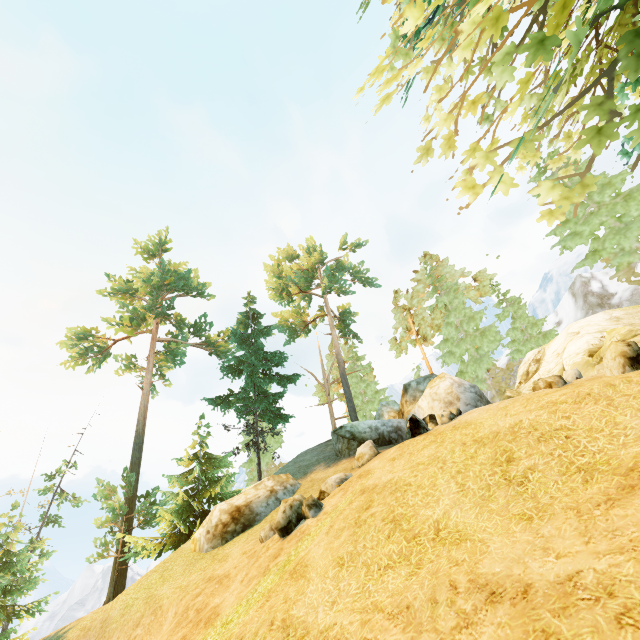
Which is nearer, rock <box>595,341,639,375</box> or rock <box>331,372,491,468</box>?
rock <box>595,341,639,375</box>

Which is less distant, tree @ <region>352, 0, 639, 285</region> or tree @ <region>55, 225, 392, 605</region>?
tree @ <region>352, 0, 639, 285</region>

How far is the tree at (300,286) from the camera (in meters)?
22.34

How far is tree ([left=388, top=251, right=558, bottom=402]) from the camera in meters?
27.7 m

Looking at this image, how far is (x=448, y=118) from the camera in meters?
4.5 m

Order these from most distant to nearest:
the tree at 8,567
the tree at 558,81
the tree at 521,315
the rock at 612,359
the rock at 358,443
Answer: the tree at 521,315 < the tree at 8,567 < the rock at 358,443 < the rock at 612,359 < the tree at 558,81

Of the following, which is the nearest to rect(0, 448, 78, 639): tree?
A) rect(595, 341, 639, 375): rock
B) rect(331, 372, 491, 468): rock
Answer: rect(331, 372, 491, 468): rock
